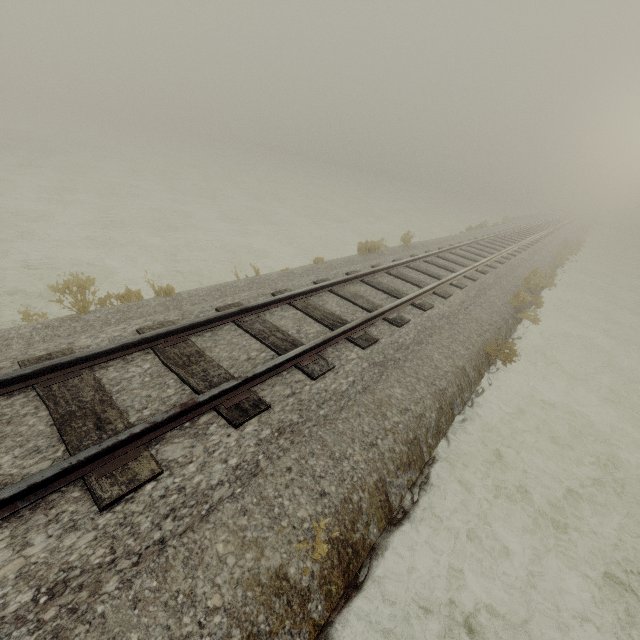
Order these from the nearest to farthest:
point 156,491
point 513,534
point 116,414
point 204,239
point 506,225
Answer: point 156,491, point 116,414, point 513,534, point 204,239, point 506,225
